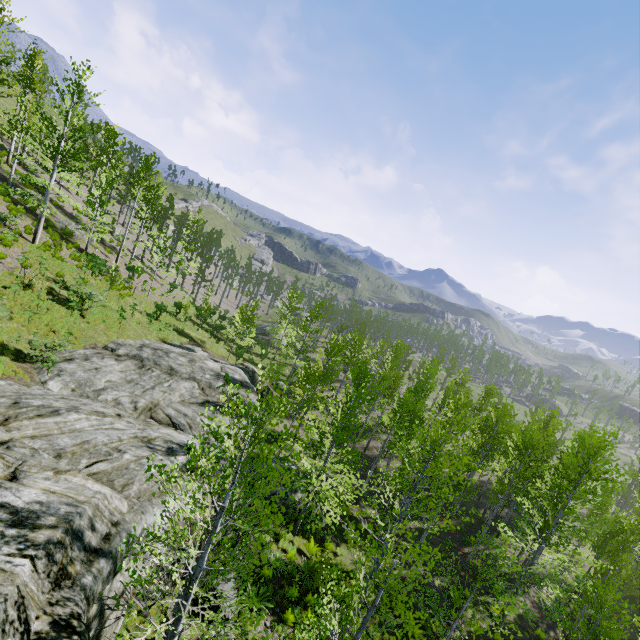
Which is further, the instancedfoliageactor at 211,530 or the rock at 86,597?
the rock at 86,597

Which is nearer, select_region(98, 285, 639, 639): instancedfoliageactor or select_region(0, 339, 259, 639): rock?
select_region(98, 285, 639, 639): instancedfoliageactor

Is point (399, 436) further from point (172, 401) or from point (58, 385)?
point (58, 385)
